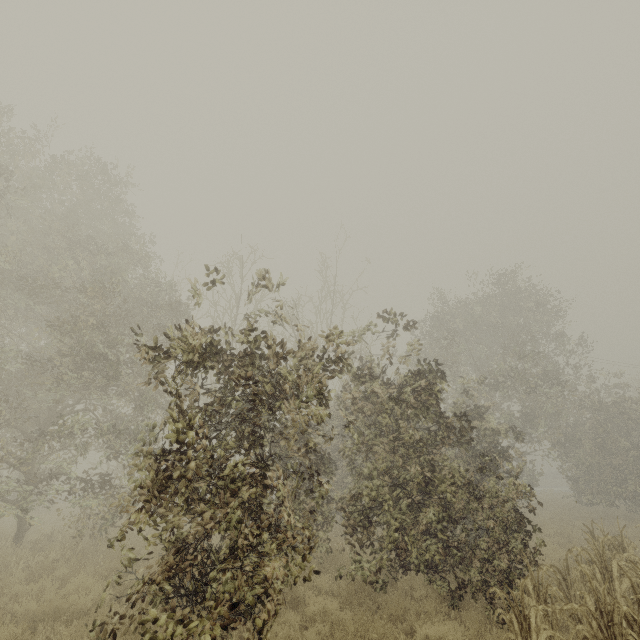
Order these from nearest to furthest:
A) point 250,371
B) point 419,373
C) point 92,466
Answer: point 250,371 < point 419,373 < point 92,466
